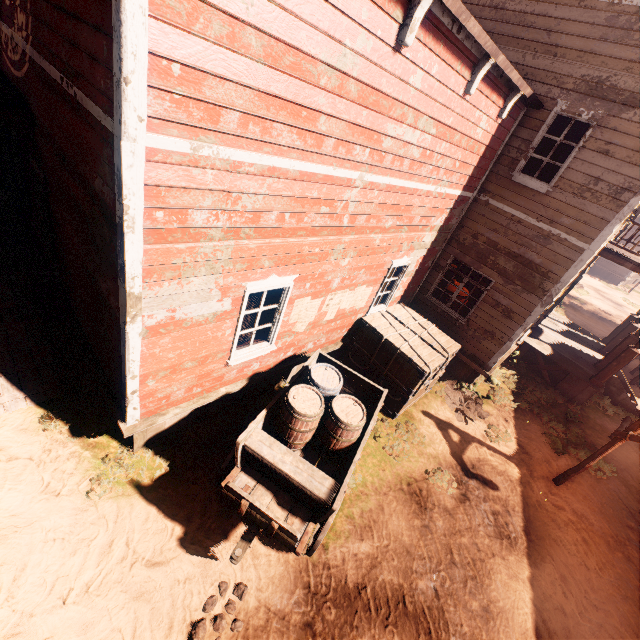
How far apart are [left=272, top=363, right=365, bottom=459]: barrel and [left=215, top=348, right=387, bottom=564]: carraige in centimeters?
2cm

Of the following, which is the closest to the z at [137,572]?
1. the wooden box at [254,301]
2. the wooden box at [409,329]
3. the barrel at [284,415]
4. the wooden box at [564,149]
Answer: the wooden box at [409,329]

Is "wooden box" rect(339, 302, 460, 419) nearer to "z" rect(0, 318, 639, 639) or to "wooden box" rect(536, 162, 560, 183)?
"z" rect(0, 318, 639, 639)

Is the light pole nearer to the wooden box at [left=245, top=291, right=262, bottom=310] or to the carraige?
the carraige

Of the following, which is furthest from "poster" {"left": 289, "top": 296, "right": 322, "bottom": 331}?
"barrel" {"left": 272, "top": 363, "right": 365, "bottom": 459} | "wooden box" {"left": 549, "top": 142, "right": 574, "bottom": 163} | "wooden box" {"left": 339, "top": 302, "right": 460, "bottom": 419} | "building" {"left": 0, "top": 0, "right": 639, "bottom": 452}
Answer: "wooden box" {"left": 549, "top": 142, "right": 574, "bottom": 163}

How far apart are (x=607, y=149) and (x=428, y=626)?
9.6 meters

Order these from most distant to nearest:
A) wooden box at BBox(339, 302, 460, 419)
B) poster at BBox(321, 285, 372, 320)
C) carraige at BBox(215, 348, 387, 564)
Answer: wooden box at BBox(339, 302, 460, 419), poster at BBox(321, 285, 372, 320), carraige at BBox(215, 348, 387, 564)

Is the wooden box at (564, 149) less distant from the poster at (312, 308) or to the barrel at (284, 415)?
the poster at (312, 308)
